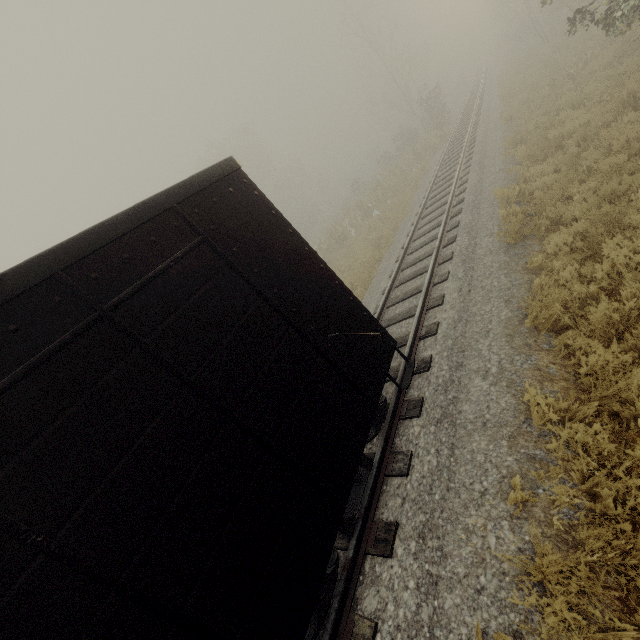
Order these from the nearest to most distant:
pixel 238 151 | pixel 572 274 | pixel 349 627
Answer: Result: pixel 349 627 < pixel 572 274 < pixel 238 151

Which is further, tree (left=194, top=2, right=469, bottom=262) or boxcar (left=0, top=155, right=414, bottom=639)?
tree (left=194, top=2, right=469, bottom=262)

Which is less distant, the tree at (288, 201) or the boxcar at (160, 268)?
the boxcar at (160, 268)
